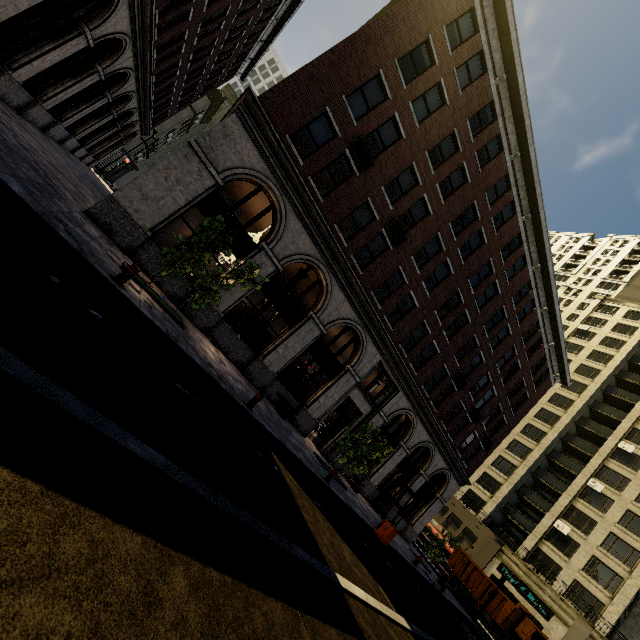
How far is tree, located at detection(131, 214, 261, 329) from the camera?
9.5m

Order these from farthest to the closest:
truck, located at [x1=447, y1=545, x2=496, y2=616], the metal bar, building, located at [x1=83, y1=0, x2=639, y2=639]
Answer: truck, located at [x1=447, y1=545, x2=496, y2=616] → building, located at [x1=83, y1=0, x2=639, y2=639] → the metal bar

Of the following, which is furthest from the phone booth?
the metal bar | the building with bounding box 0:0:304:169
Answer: the building with bounding box 0:0:304:169

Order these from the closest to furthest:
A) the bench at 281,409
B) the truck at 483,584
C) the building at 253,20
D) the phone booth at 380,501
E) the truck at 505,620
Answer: the building at 253,20
the bench at 281,409
the phone booth at 380,501
the truck at 505,620
the truck at 483,584

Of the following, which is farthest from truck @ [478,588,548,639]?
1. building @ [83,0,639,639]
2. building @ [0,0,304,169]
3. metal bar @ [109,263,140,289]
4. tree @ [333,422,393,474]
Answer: building @ [0,0,304,169]

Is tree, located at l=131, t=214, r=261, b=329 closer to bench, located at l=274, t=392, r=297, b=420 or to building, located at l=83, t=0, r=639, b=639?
building, located at l=83, t=0, r=639, b=639

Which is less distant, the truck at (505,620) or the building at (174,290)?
the building at (174,290)

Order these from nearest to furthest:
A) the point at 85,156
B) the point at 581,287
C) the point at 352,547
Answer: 1. the point at 352,547
2. the point at 85,156
3. the point at 581,287
